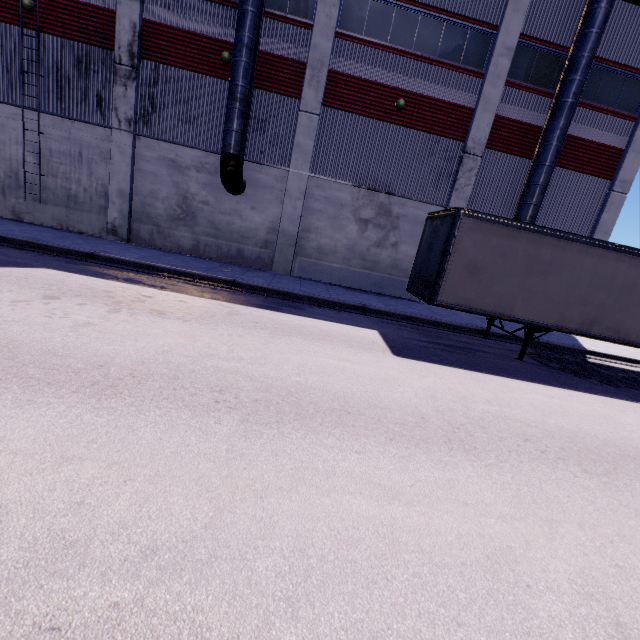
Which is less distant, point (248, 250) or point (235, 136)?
point (235, 136)

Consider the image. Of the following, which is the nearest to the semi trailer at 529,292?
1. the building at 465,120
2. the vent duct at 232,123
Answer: the building at 465,120

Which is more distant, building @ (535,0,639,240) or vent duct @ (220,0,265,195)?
building @ (535,0,639,240)

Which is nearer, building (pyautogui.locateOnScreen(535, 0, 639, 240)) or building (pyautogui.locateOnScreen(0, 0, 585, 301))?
building (pyautogui.locateOnScreen(0, 0, 585, 301))

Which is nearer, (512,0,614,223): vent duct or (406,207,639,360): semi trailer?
(406,207,639,360): semi trailer

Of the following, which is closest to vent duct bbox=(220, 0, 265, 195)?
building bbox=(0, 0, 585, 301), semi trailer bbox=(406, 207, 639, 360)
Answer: building bbox=(0, 0, 585, 301)

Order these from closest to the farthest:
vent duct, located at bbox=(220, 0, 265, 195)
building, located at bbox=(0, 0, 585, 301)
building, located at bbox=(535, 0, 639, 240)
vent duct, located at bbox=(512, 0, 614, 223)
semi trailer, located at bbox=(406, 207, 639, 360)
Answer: semi trailer, located at bbox=(406, 207, 639, 360) < vent duct, located at bbox=(220, 0, 265, 195) < vent duct, located at bbox=(512, 0, 614, 223) < building, located at bbox=(0, 0, 585, 301) < building, located at bbox=(535, 0, 639, 240)
